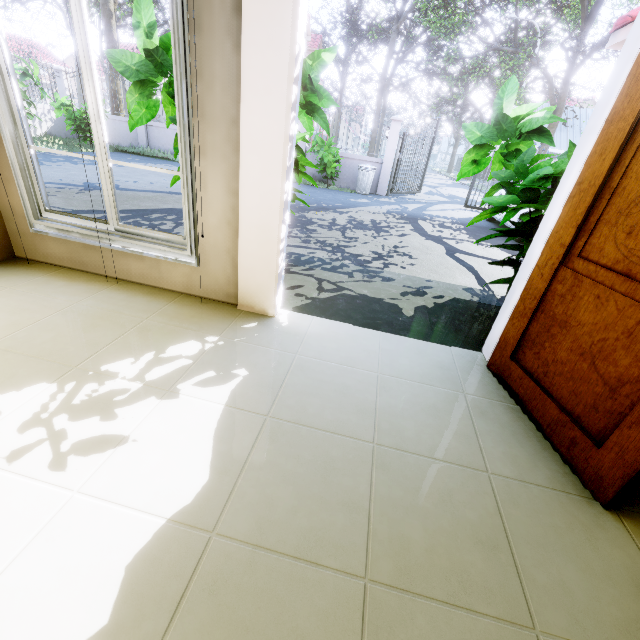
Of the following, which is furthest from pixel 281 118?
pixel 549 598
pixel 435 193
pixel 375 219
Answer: pixel 435 193

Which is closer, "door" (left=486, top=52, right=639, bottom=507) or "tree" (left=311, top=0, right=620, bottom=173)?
"door" (left=486, top=52, right=639, bottom=507)

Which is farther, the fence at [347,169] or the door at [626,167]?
the fence at [347,169]

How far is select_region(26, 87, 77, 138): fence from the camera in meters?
12.0

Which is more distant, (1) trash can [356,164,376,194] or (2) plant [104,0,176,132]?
(1) trash can [356,164,376,194]

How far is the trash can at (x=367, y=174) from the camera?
11.3m

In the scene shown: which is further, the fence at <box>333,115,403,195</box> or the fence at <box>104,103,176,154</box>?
the fence at <box>104,103,176,154</box>
